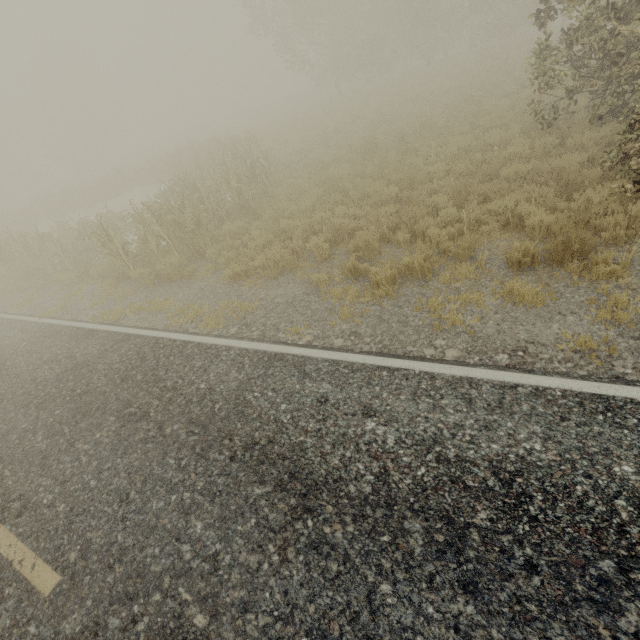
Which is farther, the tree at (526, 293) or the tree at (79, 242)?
the tree at (79, 242)

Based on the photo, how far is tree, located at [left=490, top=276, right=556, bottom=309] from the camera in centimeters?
466cm

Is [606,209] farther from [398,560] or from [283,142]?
[283,142]

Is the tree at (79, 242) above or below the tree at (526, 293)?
above

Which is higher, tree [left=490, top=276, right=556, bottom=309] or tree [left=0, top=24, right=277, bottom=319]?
tree [left=0, top=24, right=277, bottom=319]

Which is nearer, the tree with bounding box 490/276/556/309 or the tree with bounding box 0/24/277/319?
the tree with bounding box 490/276/556/309
